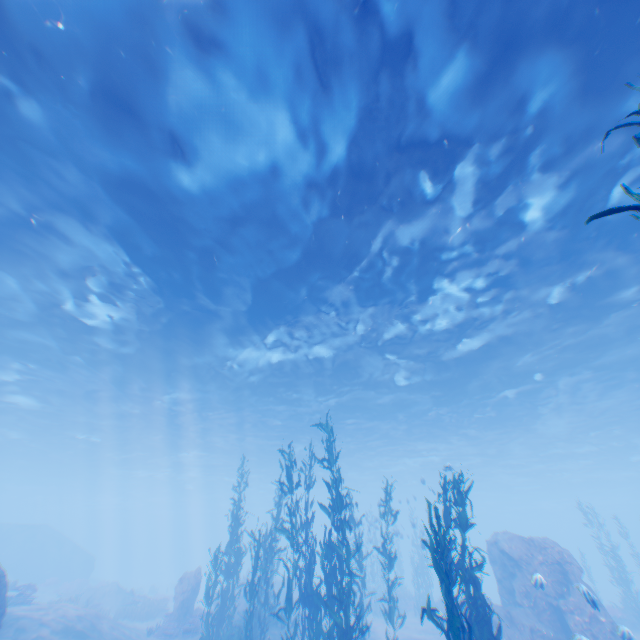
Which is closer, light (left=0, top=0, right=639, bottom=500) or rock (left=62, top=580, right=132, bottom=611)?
light (left=0, top=0, right=639, bottom=500)

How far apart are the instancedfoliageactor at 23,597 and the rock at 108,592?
8.0 meters

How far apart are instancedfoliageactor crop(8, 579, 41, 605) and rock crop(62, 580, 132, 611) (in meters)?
8.03

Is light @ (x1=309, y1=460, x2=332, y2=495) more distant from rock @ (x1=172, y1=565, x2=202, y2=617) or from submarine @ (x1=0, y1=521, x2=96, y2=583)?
rock @ (x1=172, y1=565, x2=202, y2=617)

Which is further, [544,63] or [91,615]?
[91,615]

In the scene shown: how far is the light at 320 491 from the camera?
40.89m

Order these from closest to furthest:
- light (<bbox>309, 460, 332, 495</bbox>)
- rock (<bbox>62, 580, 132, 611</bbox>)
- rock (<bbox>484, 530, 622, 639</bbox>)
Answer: rock (<bbox>484, 530, 622, 639</bbox>) < rock (<bbox>62, 580, 132, 611</bbox>) < light (<bbox>309, 460, 332, 495</bbox>)

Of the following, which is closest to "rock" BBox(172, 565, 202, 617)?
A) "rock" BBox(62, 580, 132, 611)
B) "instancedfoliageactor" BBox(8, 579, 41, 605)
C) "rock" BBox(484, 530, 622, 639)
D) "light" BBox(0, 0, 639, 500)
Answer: "instancedfoliageactor" BBox(8, 579, 41, 605)
